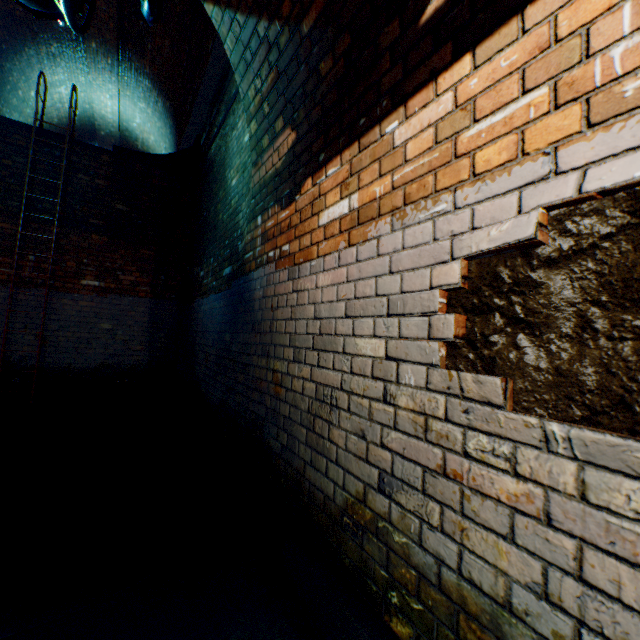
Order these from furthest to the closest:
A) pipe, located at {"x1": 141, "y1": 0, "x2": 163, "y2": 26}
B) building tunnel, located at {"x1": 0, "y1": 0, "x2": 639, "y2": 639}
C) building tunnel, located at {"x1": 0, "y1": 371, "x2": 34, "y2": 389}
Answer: building tunnel, located at {"x1": 0, "y1": 371, "x2": 34, "y2": 389} < pipe, located at {"x1": 141, "y1": 0, "x2": 163, "y2": 26} < building tunnel, located at {"x1": 0, "y1": 0, "x2": 639, "y2": 639}

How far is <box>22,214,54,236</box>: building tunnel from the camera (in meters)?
5.33

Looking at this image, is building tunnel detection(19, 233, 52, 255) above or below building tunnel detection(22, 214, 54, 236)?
below

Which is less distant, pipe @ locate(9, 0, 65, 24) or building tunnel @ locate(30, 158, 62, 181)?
pipe @ locate(9, 0, 65, 24)

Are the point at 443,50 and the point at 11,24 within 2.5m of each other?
no

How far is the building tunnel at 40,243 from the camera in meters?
5.3 m
